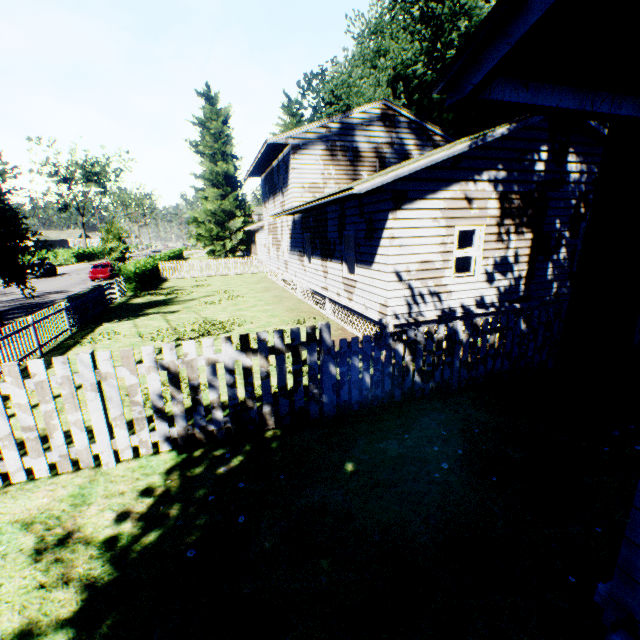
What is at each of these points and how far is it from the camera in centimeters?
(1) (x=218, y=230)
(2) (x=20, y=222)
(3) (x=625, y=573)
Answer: (1) plant, 4197cm
(2) plant, 1241cm
(3) house, 196cm

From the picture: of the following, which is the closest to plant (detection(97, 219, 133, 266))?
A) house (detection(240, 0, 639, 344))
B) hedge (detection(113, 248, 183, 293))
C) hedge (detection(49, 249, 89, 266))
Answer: house (detection(240, 0, 639, 344))

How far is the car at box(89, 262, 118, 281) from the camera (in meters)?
28.40

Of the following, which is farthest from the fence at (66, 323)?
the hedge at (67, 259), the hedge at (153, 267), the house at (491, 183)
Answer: the hedge at (67, 259)

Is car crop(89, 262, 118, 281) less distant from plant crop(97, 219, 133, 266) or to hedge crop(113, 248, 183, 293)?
plant crop(97, 219, 133, 266)

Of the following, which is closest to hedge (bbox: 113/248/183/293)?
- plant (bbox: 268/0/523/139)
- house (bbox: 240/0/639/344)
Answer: plant (bbox: 268/0/523/139)

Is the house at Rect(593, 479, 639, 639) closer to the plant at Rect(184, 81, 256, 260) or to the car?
the plant at Rect(184, 81, 256, 260)

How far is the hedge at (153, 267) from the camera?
21.68m
